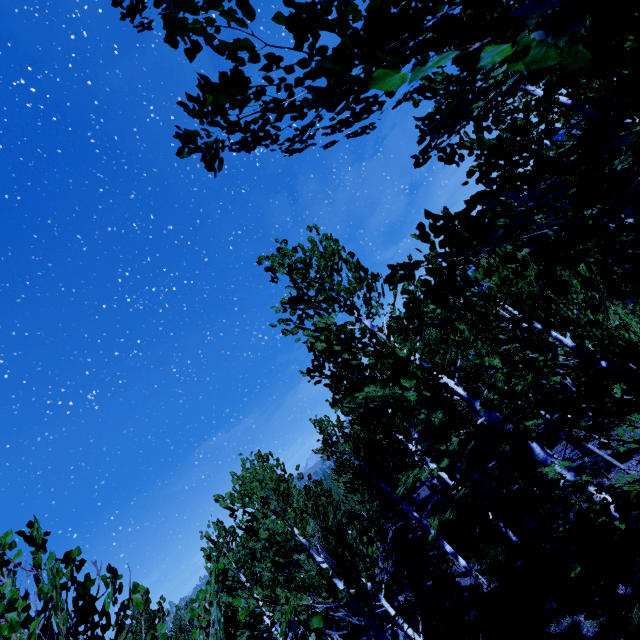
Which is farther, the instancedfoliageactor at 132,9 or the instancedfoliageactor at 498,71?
the instancedfoliageactor at 132,9

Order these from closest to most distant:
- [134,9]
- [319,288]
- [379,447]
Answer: [134,9] < [319,288] < [379,447]

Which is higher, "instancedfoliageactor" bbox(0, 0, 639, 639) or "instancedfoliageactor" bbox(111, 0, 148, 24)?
"instancedfoliageactor" bbox(111, 0, 148, 24)

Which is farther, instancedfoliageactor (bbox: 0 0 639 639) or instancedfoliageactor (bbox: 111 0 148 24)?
instancedfoliageactor (bbox: 111 0 148 24)

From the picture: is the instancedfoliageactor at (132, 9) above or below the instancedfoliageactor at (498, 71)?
above
